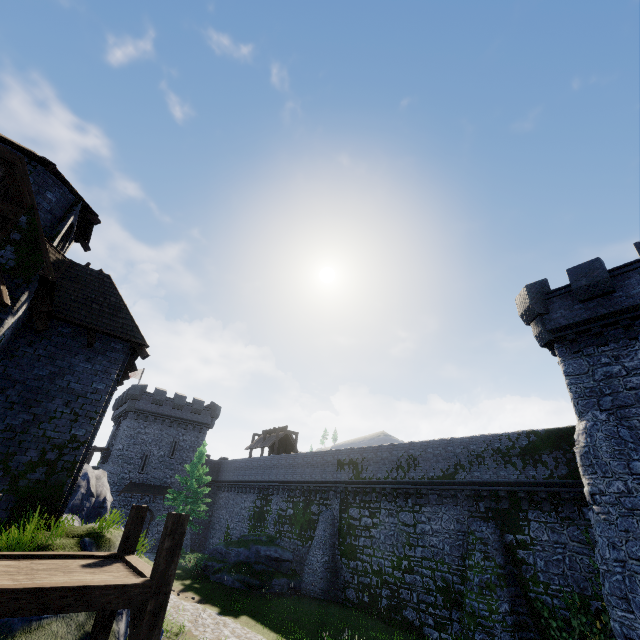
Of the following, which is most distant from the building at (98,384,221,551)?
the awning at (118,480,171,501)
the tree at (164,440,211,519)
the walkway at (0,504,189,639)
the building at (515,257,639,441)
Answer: the building at (515,257,639,441)

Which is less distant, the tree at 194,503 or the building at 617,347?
the building at 617,347

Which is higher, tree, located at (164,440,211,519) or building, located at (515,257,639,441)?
building, located at (515,257,639,441)

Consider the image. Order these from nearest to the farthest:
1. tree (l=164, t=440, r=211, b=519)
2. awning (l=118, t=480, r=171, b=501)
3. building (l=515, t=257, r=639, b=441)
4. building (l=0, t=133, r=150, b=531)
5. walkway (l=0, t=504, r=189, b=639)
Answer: walkway (l=0, t=504, r=189, b=639) < building (l=0, t=133, r=150, b=531) < building (l=515, t=257, r=639, b=441) < tree (l=164, t=440, r=211, b=519) < awning (l=118, t=480, r=171, b=501)

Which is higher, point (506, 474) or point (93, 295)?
point (93, 295)

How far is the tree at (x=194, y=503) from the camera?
31.70m

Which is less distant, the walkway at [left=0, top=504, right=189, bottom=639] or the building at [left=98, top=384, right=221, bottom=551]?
the walkway at [left=0, top=504, right=189, bottom=639]

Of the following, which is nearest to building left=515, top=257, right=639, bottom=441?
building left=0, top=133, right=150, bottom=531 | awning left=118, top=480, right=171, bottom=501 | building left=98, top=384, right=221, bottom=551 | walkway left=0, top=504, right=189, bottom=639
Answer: walkway left=0, top=504, right=189, bottom=639
